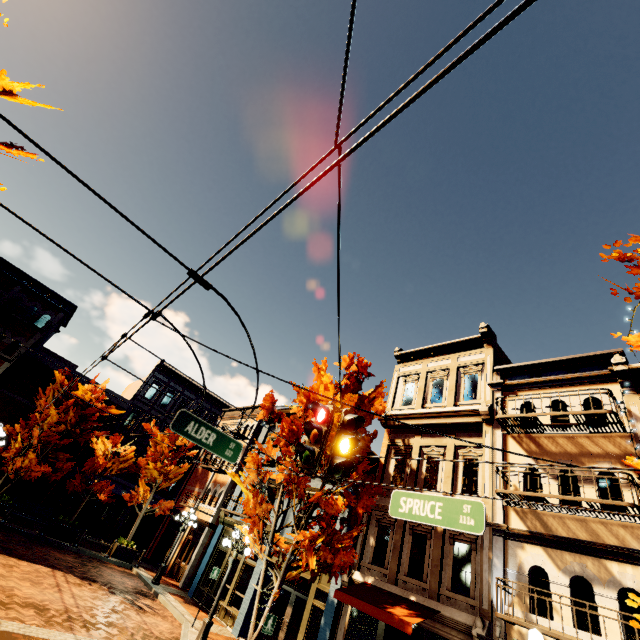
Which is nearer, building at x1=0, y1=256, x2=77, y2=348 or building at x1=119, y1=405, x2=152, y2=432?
building at x1=0, y1=256, x2=77, y2=348

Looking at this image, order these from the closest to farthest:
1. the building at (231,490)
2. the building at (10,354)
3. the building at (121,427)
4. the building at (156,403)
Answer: the building at (231,490)
the building at (10,354)
the building at (121,427)
the building at (156,403)

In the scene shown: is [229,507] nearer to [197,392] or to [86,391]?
[86,391]

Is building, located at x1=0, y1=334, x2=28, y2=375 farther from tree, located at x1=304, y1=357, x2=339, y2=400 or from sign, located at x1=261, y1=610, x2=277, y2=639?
sign, located at x1=261, y1=610, x2=277, y2=639

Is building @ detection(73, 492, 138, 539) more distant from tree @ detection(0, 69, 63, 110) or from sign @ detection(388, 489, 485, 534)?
sign @ detection(388, 489, 485, 534)

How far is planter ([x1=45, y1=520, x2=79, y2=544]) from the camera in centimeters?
1709cm

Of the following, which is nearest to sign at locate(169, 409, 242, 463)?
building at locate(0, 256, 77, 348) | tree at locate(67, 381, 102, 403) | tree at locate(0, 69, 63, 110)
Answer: tree at locate(0, 69, 63, 110)

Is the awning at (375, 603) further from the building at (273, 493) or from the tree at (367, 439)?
the tree at (367, 439)
